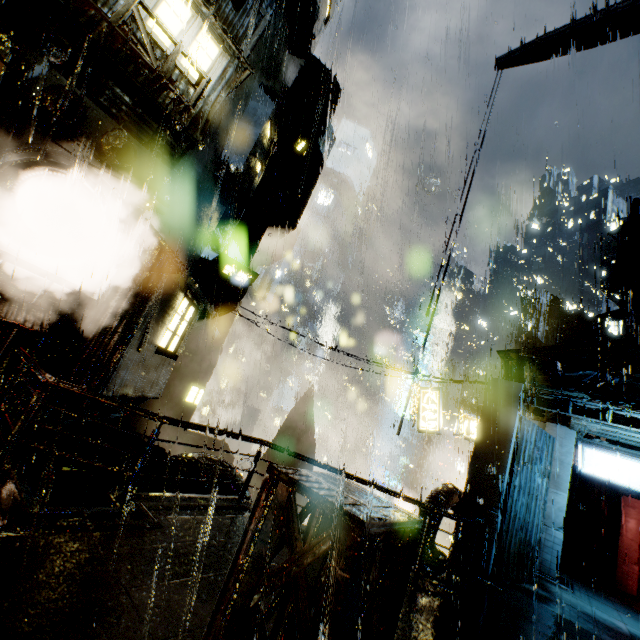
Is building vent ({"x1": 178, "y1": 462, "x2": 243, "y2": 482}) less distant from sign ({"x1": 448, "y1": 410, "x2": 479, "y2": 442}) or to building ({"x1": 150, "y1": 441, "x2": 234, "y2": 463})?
building ({"x1": 150, "y1": 441, "x2": 234, "y2": 463})

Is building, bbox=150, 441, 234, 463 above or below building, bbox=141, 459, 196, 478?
below

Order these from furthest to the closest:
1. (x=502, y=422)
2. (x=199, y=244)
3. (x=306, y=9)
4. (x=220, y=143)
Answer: (x=199, y=244), (x=306, y=9), (x=220, y=143), (x=502, y=422)

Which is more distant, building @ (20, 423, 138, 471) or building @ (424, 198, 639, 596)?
building @ (424, 198, 639, 596)

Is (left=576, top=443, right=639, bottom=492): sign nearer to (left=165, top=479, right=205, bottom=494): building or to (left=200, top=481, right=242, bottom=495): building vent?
(left=165, top=479, right=205, bottom=494): building

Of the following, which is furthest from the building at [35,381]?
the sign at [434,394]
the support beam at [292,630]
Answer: the sign at [434,394]

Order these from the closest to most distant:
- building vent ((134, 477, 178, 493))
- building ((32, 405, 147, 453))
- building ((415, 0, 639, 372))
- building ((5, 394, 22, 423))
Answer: building ((5, 394, 22, 423)), building ((32, 405, 147, 453)), building vent ((134, 477, 178, 493)), building ((415, 0, 639, 372))

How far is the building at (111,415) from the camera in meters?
8.8
